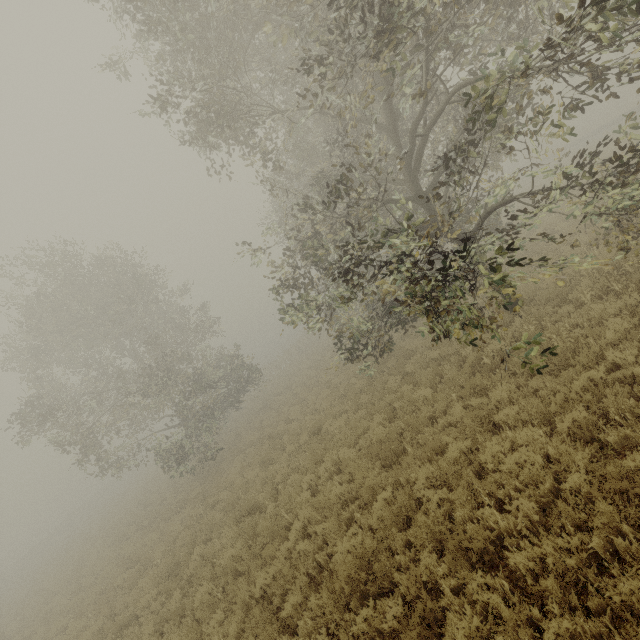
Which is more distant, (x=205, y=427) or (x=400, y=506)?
(x=205, y=427)

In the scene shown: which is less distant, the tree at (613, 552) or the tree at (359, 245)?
the tree at (613, 552)

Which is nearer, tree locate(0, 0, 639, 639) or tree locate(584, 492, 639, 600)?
tree locate(584, 492, 639, 600)
